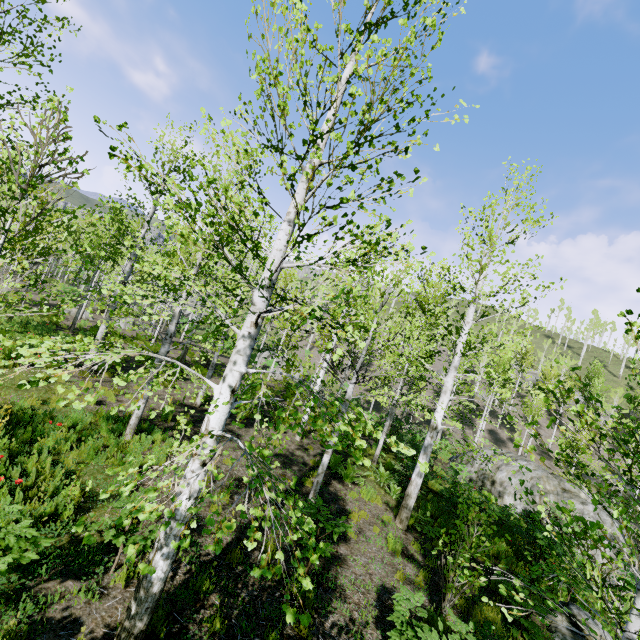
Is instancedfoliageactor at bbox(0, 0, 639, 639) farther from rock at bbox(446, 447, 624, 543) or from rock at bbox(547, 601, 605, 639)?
rock at bbox(446, 447, 624, 543)

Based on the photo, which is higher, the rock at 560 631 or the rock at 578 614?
the rock at 578 614

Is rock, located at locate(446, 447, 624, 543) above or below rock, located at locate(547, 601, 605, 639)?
above

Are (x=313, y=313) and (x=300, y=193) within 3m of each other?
yes

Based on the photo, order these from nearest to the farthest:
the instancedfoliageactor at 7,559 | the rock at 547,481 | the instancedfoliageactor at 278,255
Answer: the instancedfoliageactor at 278,255, the instancedfoliageactor at 7,559, the rock at 547,481

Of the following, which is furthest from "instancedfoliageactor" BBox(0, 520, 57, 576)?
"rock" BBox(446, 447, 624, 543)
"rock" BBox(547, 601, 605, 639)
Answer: "rock" BBox(446, 447, 624, 543)
